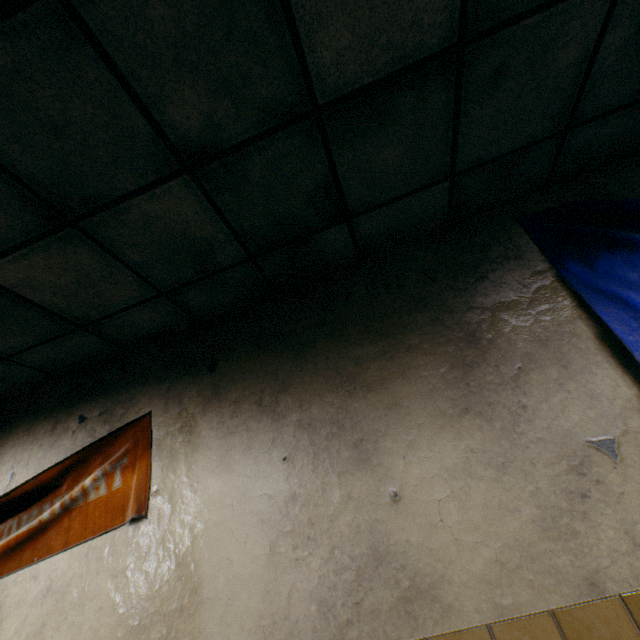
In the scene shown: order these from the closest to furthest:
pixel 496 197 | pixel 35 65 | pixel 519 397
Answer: pixel 35 65, pixel 519 397, pixel 496 197
